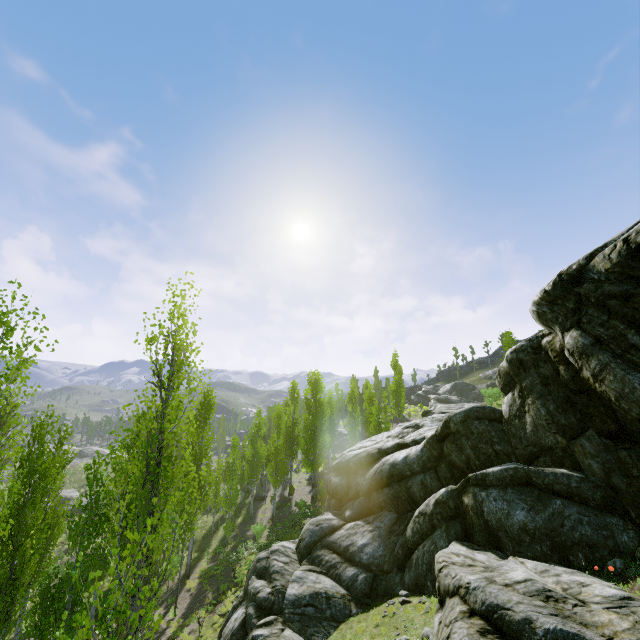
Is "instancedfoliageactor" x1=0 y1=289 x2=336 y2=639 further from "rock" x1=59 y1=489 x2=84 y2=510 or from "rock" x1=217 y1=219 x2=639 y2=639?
"rock" x1=59 y1=489 x2=84 y2=510

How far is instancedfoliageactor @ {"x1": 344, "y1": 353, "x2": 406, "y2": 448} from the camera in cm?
3047

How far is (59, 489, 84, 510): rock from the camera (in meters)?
39.47

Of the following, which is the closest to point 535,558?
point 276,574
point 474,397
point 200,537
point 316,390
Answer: point 276,574

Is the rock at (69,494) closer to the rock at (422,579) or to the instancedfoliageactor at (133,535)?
the instancedfoliageactor at (133,535)

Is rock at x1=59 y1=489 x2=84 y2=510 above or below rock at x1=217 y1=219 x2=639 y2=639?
below

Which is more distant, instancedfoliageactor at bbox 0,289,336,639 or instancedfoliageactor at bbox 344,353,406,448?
instancedfoliageactor at bbox 344,353,406,448

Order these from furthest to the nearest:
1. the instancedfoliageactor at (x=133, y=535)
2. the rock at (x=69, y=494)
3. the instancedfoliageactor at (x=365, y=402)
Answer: the rock at (x=69, y=494) → the instancedfoliageactor at (x=365, y=402) → the instancedfoliageactor at (x=133, y=535)
